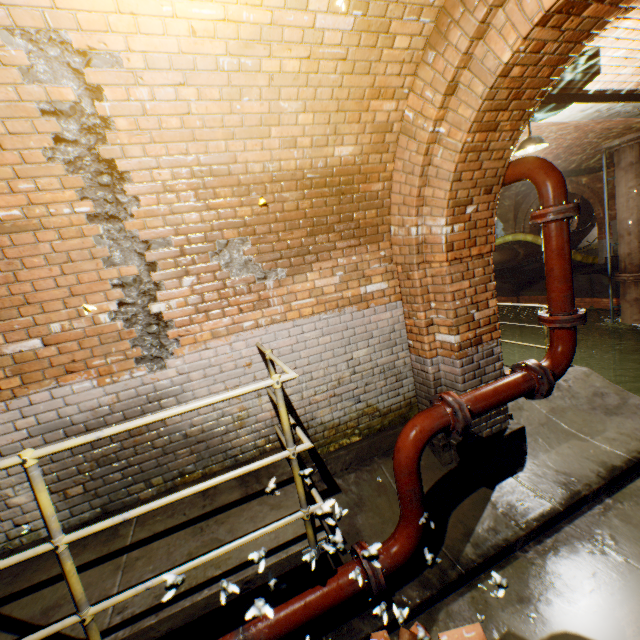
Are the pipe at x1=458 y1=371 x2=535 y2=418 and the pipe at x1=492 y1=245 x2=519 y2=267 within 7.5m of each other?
no

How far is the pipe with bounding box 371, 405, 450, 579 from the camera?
2.5 meters

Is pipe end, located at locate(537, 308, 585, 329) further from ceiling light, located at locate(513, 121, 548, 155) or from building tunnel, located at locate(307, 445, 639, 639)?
ceiling light, located at locate(513, 121, 548, 155)

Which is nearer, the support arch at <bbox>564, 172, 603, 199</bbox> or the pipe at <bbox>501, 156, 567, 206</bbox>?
the pipe at <bbox>501, 156, 567, 206</bbox>

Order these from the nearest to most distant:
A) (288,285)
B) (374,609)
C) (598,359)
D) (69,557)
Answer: (374,609) < (69,557) < (288,285) < (598,359)

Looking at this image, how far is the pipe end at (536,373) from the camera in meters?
2.9 m

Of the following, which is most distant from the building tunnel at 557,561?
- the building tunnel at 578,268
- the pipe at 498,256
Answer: the building tunnel at 578,268

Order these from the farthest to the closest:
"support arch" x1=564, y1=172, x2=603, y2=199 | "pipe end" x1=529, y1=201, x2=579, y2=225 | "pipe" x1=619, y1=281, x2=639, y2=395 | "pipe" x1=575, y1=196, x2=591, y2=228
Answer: "pipe" x1=575, y1=196, x2=591, y2=228
"support arch" x1=564, y1=172, x2=603, y2=199
"pipe" x1=619, y1=281, x2=639, y2=395
"pipe end" x1=529, y1=201, x2=579, y2=225
